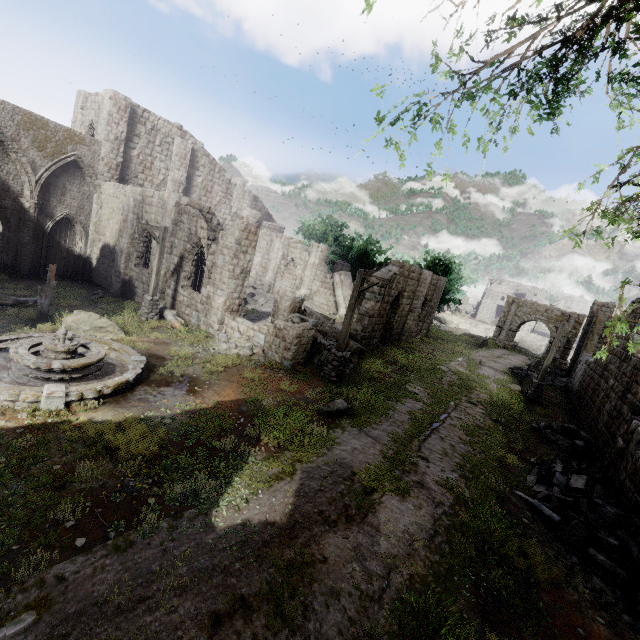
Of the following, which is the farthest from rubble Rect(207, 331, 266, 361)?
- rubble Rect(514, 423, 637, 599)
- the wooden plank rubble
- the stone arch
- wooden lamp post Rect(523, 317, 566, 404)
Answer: the stone arch

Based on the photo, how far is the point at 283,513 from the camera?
6.2 meters

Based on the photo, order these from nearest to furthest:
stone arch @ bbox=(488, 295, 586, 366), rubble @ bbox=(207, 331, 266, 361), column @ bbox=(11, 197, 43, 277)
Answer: rubble @ bbox=(207, 331, 266, 361)
column @ bbox=(11, 197, 43, 277)
stone arch @ bbox=(488, 295, 586, 366)

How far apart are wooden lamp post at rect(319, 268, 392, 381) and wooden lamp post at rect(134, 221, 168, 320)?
8.37m

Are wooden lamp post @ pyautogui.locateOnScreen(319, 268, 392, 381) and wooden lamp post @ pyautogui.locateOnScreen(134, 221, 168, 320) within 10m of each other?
yes

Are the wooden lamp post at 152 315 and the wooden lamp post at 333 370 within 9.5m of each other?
yes

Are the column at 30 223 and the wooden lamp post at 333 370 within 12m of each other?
no

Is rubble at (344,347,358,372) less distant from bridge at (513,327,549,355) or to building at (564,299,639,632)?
building at (564,299,639,632)
